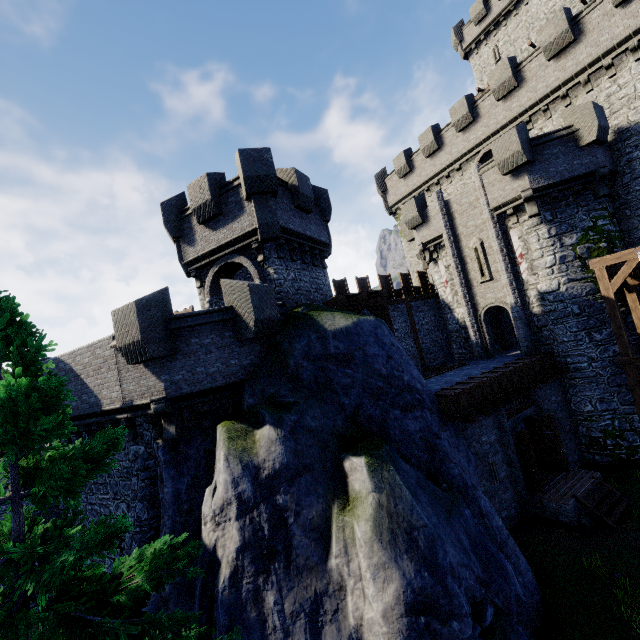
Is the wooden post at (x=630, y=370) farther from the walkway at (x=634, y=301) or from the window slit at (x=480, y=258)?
the window slit at (x=480, y=258)

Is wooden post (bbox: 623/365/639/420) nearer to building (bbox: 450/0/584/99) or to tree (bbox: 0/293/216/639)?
tree (bbox: 0/293/216/639)

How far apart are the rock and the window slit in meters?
11.9 m

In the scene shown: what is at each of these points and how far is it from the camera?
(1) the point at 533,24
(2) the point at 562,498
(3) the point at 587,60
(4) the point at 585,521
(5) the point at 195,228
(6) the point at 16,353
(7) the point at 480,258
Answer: (1) building, 29.00m
(2) wooden platform, 12.62m
(3) building tower, 16.91m
(4) rock, 11.80m
(5) building tower, 15.08m
(6) tree, 5.45m
(7) window slit, 19.53m

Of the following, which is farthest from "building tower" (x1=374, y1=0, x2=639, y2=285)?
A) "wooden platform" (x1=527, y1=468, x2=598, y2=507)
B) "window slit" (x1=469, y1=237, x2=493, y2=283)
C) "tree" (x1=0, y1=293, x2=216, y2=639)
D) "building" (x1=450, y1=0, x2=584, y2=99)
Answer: "tree" (x1=0, y1=293, x2=216, y2=639)

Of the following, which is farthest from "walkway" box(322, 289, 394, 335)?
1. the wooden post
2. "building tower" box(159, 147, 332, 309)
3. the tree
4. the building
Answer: the building

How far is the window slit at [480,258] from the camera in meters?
19.2

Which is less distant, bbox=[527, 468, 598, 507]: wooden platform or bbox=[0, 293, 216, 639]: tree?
bbox=[0, 293, 216, 639]: tree
